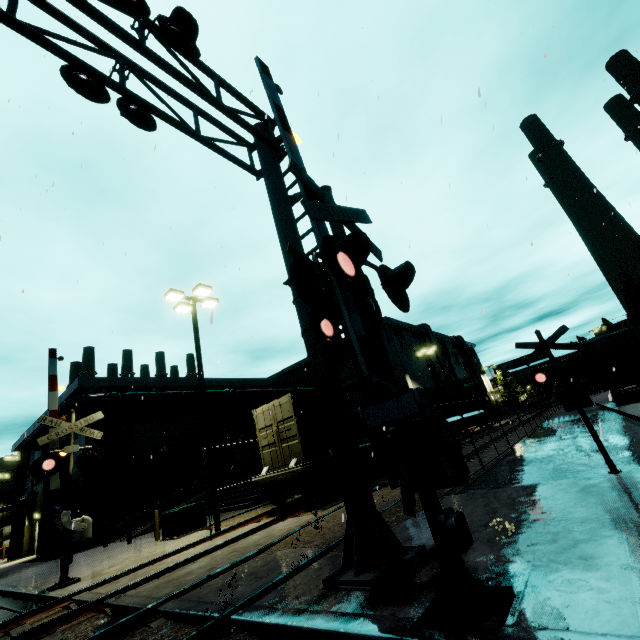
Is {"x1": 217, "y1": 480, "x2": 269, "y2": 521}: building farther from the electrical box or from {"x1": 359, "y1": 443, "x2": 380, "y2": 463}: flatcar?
{"x1": 359, "y1": 443, "x2": 380, "y2": 463}: flatcar

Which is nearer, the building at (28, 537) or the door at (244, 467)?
the building at (28, 537)

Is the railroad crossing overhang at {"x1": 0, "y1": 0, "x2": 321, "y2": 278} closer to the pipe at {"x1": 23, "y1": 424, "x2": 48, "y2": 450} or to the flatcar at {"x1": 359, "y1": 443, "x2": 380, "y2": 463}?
the flatcar at {"x1": 359, "y1": 443, "x2": 380, "y2": 463}

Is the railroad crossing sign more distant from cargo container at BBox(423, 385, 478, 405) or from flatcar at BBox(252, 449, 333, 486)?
flatcar at BBox(252, 449, 333, 486)

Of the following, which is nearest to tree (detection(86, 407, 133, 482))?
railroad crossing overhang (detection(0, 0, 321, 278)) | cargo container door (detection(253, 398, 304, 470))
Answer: cargo container door (detection(253, 398, 304, 470))

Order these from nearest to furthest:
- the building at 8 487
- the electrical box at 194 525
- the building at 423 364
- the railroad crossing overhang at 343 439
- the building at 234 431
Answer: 1. the railroad crossing overhang at 343 439
2. the electrical box at 194 525
3. the building at 234 431
4. the building at 423 364
5. the building at 8 487

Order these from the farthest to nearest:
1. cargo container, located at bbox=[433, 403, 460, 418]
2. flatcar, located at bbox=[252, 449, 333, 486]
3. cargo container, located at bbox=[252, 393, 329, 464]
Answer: cargo container, located at bbox=[433, 403, 460, 418]
cargo container, located at bbox=[252, 393, 329, 464]
flatcar, located at bbox=[252, 449, 333, 486]

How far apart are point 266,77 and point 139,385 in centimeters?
2564cm
